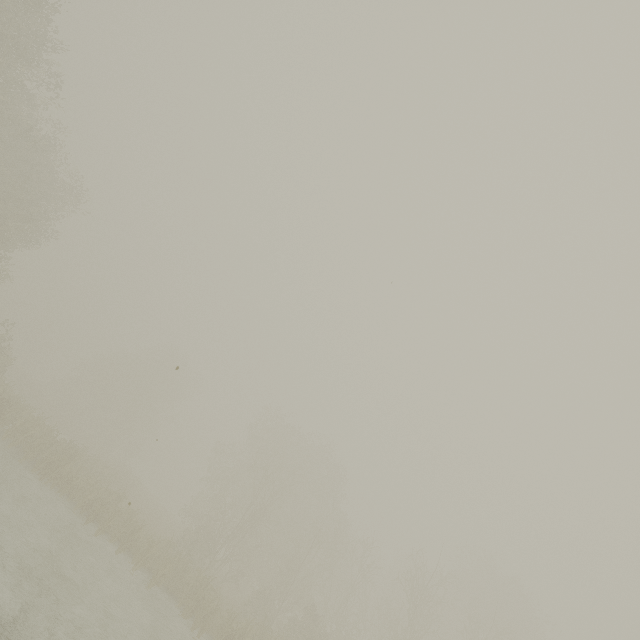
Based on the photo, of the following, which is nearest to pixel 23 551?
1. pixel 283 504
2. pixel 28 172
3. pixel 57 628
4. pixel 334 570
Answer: pixel 57 628
